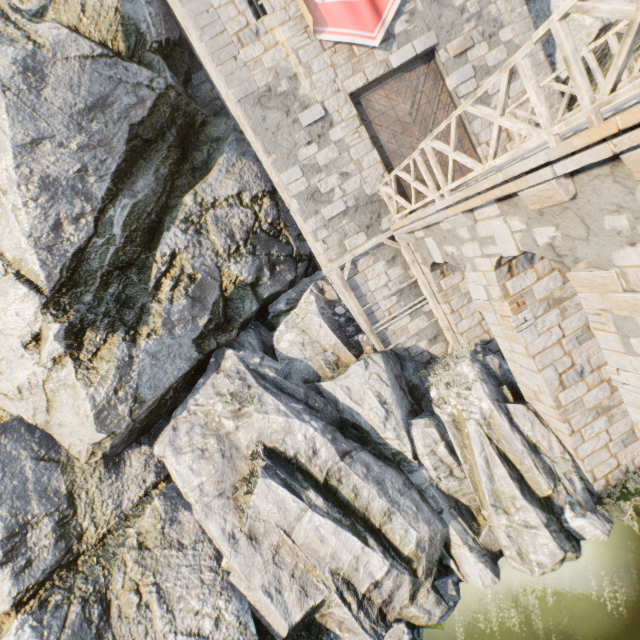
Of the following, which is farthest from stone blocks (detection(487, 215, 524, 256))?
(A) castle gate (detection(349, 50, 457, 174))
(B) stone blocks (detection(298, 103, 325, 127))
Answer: (B) stone blocks (detection(298, 103, 325, 127))

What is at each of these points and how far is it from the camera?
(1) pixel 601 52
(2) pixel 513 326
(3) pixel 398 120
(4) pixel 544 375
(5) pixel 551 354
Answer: (1) rock, 9.9m
(2) stone blocks, 7.1m
(3) castle gate, 9.9m
(4) stone blocks, 7.3m
(5) bridge support, 7.3m

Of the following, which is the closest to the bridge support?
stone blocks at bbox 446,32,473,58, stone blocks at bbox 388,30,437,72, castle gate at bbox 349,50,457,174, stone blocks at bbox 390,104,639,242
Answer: stone blocks at bbox 390,104,639,242

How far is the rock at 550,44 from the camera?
10.4m

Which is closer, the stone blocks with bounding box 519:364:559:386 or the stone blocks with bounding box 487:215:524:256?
the stone blocks with bounding box 487:215:524:256

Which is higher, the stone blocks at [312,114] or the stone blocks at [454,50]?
the stone blocks at [312,114]

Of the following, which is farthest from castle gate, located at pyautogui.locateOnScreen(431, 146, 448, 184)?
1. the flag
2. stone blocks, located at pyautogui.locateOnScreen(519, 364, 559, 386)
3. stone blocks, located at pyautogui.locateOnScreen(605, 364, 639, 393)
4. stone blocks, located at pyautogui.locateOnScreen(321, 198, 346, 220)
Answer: stone blocks, located at pyautogui.locateOnScreen(605, 364, 639, 393)

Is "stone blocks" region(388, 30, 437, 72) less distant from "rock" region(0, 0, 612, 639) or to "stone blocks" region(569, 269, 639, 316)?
"rock" region(0, 0, 612, 639)
